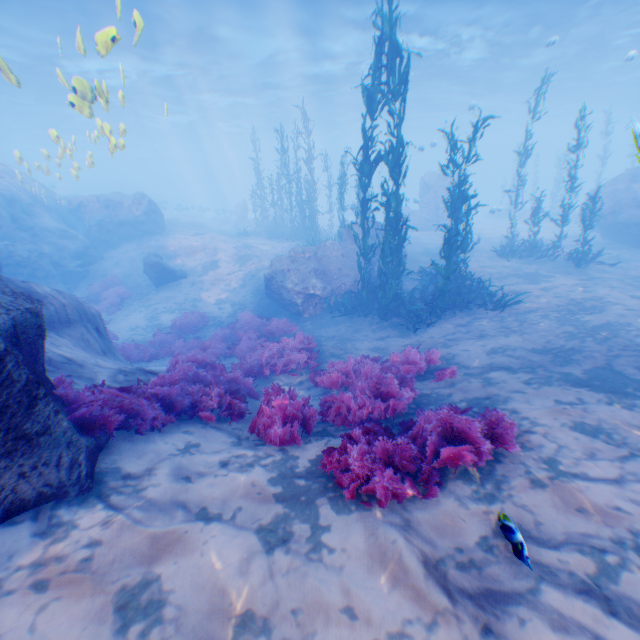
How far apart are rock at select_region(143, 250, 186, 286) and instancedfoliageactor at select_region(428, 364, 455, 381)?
14.1m

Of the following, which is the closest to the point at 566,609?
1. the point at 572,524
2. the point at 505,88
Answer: the point at 572,524

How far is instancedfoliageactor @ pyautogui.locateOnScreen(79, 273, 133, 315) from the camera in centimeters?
1484cm

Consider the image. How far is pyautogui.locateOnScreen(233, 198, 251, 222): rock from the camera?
32.91m

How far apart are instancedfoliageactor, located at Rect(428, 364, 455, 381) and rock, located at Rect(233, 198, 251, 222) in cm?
3064

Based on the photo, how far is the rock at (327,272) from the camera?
12.9 meters

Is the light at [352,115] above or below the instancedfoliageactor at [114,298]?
above

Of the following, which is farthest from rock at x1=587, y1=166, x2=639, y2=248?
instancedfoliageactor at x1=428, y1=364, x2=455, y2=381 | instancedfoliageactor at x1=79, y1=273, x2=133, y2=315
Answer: instancedfoliageactor at x1=428, y1=364, x2=455, y2=381
